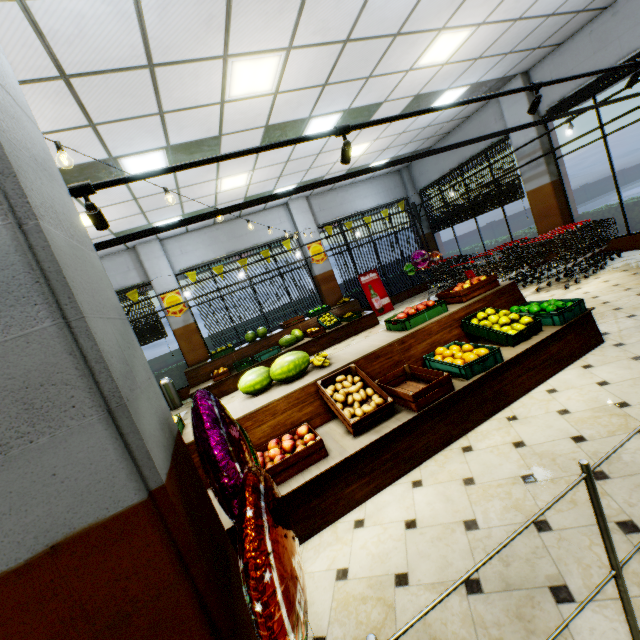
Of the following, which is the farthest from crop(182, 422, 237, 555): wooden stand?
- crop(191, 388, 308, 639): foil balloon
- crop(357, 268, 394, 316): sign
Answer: crop(357, 268, 394, 316): sign

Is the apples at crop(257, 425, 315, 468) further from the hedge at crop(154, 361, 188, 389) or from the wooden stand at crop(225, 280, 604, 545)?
the hedge at crop(154, 361, 188, 389)

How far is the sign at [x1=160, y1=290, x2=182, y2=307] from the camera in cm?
990

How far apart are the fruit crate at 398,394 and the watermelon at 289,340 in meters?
6.0 m

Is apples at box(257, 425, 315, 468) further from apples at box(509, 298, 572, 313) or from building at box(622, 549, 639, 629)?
apples at box(509, 298, 572, 313)

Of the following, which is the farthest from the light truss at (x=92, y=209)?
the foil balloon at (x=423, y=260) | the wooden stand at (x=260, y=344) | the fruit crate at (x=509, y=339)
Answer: the fruit crate at (x=509, y=339)

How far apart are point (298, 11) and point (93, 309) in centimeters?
443cm

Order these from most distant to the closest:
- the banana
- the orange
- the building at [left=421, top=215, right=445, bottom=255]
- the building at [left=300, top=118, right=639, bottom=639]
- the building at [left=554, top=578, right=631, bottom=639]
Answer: the building at [left=421, top=215, right=445, bottom=255], the banana, the orange, the building at [left=300, top=118, right=639, bottom=639], the building at [left=554, top=578, right=631, bottom=639]
